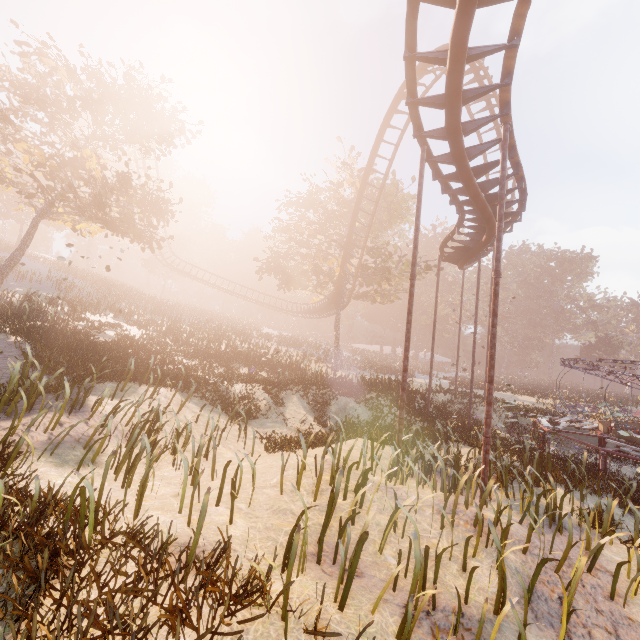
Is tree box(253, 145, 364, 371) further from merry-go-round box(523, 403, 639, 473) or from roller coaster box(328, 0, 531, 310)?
merry-go-round box(523, 403, 639, 473)

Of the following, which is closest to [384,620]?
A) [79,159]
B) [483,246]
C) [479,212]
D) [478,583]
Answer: [478,583]

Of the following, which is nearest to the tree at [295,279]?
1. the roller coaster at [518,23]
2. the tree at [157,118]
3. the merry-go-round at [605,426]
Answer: the roller coaster at [518,23]

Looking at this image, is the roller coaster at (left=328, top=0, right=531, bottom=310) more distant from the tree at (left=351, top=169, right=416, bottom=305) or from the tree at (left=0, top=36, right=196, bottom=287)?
the tree at (left=0, top=36, right=196, bottom=287)

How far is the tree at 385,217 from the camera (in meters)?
26.72

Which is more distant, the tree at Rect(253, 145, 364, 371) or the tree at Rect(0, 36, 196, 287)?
the tree at Rect(253, 145, 364, 371)

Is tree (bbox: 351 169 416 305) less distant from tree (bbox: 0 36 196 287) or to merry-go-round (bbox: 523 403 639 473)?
tree (bbox: 0 36 196 287)

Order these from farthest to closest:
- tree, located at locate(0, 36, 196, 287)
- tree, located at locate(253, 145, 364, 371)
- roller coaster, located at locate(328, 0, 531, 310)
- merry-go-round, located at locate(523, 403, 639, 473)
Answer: tree, located at locate(253, 145, 364, 371)
tree, located at locate(0, 36, 196, 287)
merry-go-round, located at locate(523, 403, 639, 473)
roller coaster, located at locate(328, 0, 531, 310)
